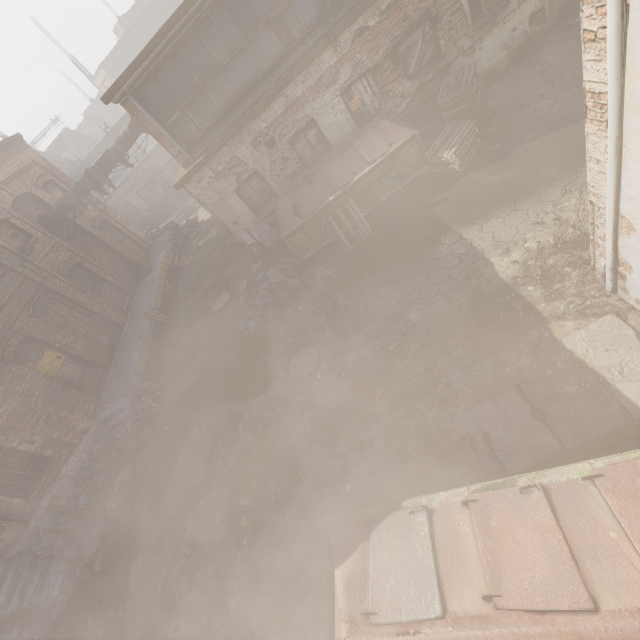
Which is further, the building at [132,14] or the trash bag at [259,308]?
the building at [132,14]

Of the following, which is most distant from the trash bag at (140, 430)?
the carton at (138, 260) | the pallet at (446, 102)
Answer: the pallet at (446, 102)

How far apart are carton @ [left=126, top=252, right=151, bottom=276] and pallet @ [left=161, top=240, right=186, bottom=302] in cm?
111

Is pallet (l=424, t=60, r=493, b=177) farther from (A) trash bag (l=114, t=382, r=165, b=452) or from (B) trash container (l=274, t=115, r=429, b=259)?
(A) trash bag (l=114, t=382, r=165, b=452)

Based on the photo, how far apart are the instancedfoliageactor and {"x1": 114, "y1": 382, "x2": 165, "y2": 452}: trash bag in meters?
8.2

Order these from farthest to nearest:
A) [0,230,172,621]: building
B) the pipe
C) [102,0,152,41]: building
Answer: [102,0,152,41]: building
the pipe
[0,230,172,621]: building

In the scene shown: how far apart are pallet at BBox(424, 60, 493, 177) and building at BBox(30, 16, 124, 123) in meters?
52.0 m

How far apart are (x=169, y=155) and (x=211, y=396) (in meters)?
23.69
